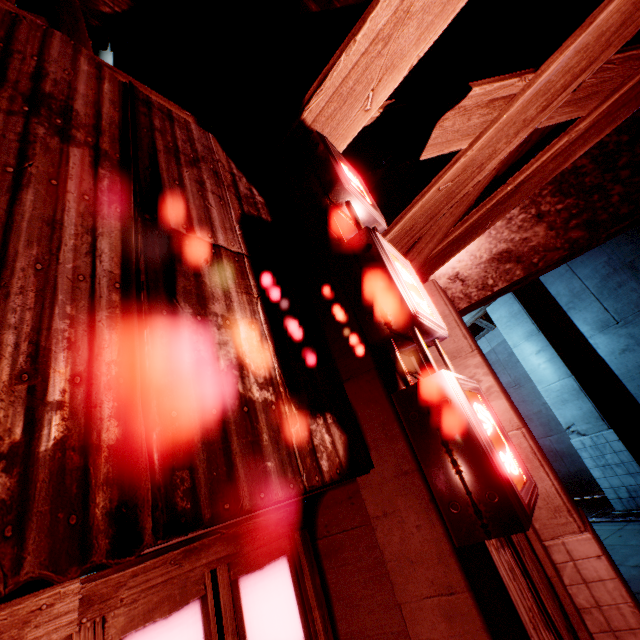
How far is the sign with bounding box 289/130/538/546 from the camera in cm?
137

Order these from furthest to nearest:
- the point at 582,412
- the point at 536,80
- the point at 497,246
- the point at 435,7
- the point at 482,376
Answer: the point at 582,412, the point at 497,246, the point at 482,376, the point at 536,80, the point at 435,7

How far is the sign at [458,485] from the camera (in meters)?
1.37

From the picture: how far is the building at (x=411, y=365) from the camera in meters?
3.4

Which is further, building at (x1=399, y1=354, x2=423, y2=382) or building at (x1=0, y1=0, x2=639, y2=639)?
building at (x1=399, y1=354, x2=423, y2=382)

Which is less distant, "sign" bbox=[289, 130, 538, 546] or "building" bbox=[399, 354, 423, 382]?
"sign" bbox=[289, 130, 538, 546]

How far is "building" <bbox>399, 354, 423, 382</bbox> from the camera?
3.40m
